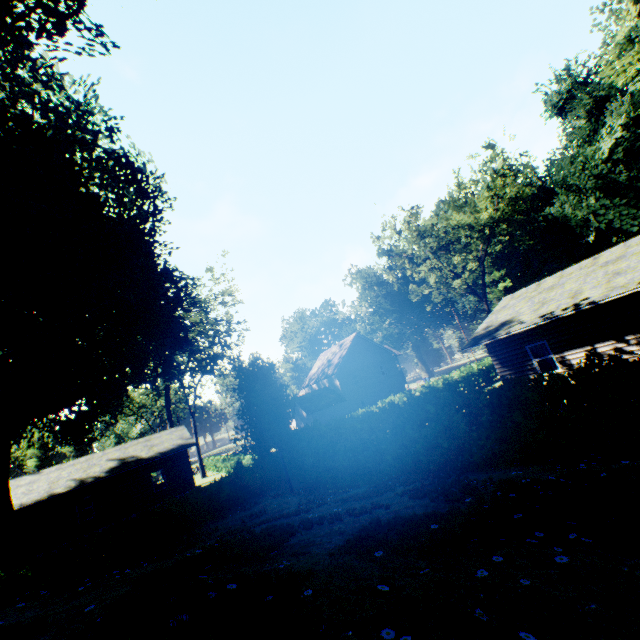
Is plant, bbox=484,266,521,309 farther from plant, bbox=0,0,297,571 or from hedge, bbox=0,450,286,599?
plant, bbox=0,0,297,571

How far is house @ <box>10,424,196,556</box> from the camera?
22.50m

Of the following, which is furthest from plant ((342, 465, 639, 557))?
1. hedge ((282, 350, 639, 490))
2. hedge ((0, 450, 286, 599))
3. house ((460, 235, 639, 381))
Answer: house ((460, 235, 639, 381))

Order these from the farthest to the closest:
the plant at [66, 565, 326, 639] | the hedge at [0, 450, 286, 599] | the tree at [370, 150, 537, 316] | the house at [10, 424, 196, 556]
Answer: the tree at [370, 150, 537, 316]
the house at [10, 424, 196, 556]
the hedge at [0, 450, 286, 599]
the plant at [66, 565, 326, 639]

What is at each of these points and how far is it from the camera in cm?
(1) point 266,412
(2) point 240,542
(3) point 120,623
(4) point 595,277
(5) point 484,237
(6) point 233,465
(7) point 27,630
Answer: (1) plant, 1934
(2) plant, 485
(3) plant, 202
(4) house, 1479
(5) tree, 3120
(6) hedge, 3331
(7) plant, 232

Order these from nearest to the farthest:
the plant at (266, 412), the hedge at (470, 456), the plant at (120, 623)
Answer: the plant at (120, 623), the hedge at (470, 456), the plant at (266, 412)

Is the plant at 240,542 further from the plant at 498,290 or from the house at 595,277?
the plant at 498,290

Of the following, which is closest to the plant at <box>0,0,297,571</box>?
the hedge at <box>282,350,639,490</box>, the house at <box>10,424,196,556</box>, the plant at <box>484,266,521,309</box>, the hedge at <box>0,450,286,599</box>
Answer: the hedge at <box>0,450,286,599</box>
